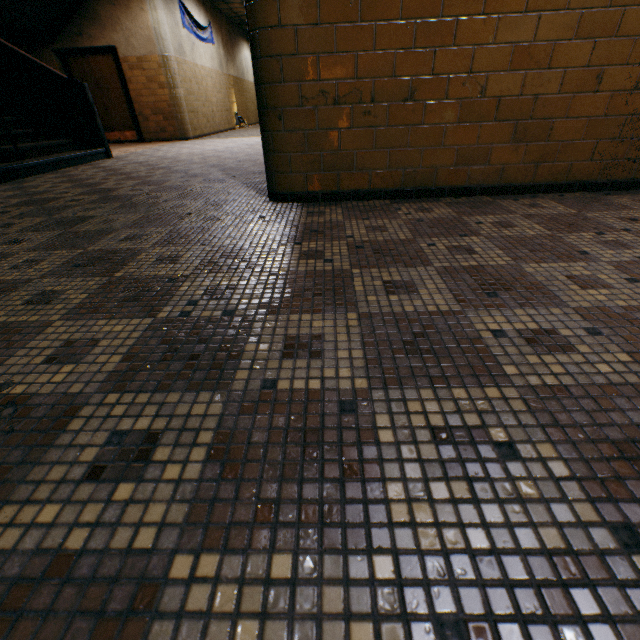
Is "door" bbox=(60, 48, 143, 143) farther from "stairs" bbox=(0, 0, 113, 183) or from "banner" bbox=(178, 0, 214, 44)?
"banner" bbox=(178, 0, 214, 44)

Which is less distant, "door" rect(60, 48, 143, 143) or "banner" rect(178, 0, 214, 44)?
"door" rect(60, 48, 143, 143)

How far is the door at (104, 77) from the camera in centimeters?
859cm

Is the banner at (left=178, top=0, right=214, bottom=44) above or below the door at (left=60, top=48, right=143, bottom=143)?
above

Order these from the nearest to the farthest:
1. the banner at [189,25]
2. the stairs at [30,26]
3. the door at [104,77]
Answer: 1. the stairs at [30,26]
2. the door at [104,77]
3. the banner at [189,25]

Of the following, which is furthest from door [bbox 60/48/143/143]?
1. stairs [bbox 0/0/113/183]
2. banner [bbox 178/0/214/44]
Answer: banner [bbox 178/0/214/44]

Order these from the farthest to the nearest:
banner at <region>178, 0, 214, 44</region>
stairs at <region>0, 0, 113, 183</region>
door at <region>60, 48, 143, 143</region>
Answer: banner at <region>178, 0, 214, 44</region>
door at <region>60, 48, 143, 143</region>
stairs at <region>0, 0, 113, 183</region>

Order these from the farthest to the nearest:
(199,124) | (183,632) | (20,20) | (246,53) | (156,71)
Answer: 1. (246,53)
2. (199,124)
3. (156,71)
4. (20,20)
5. (183,632)
